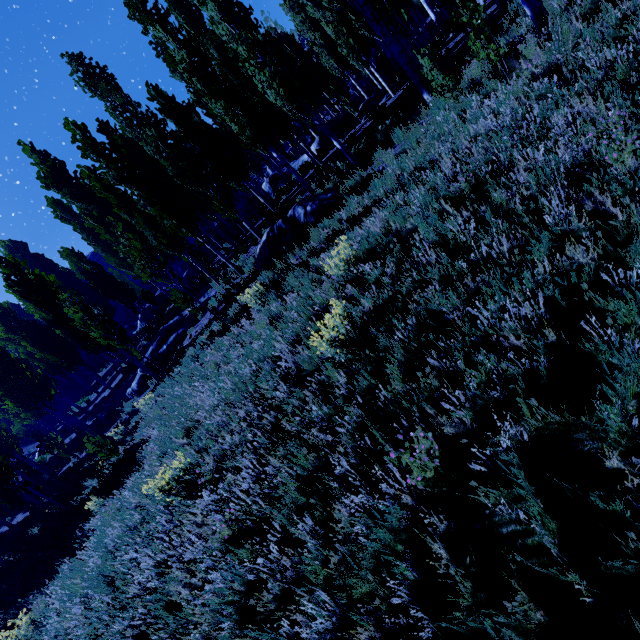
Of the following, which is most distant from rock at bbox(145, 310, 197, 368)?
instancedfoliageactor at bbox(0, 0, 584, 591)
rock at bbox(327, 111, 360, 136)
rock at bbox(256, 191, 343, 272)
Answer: rock at bbox(327, 111, 360, 136)

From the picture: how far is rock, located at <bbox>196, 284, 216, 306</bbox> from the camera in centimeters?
1602cm

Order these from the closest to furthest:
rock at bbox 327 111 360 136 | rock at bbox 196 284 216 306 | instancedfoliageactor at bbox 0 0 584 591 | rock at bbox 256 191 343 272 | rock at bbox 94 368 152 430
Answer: instancedfoliageactor at bbox 0 0 584 591 < rock at bbox 256 191 343 272 < rock at bbox 196 284 216 306 < rock at bbox 94 368 152 430 < rock at bbox 327 111 360 136

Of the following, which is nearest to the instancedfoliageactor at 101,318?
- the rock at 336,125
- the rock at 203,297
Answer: the rock at 336,125

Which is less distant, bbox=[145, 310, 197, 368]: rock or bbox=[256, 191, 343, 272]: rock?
bbox=[256, 191, 343, 272]: rock

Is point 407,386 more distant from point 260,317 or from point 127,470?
point 127,470

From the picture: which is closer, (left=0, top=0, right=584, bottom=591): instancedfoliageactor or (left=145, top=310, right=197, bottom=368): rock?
(left=0, top=0, right=584, bottom=591): instancedfoliageactor

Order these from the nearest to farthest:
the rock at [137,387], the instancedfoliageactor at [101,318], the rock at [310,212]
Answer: the instancedfoliageactor at [101,318]
the rock at [310,212]
the rock at [137,387]
